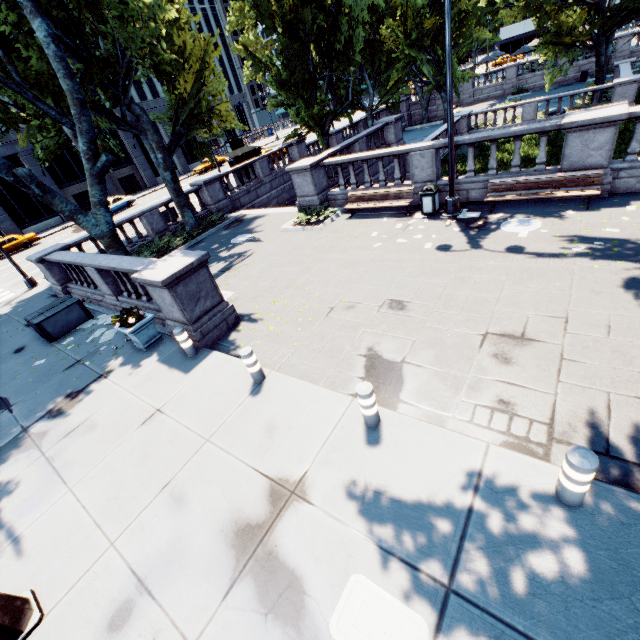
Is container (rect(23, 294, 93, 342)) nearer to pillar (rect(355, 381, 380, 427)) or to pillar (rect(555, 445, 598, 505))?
pillar (rect(355, 381, 380, 427))

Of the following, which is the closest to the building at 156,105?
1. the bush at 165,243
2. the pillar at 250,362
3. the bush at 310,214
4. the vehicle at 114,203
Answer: the vehicle at 114,203

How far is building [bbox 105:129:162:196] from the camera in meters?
42.9 m

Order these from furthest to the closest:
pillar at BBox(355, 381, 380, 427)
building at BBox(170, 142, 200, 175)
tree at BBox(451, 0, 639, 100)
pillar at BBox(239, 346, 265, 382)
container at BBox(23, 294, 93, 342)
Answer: building at BBox(170, 142, 200, 175), tree at BBox(451, 0, 639, 100), container at BBox(23, 294, 93, 342), pillar at BBox(239, 346, 265, 382), pillar at BBox(355, 381, 380, 427)

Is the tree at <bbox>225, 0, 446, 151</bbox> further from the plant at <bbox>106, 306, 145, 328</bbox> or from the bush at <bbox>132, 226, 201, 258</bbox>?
the plant at <bbox>106, 306, 145, 328</bbox>

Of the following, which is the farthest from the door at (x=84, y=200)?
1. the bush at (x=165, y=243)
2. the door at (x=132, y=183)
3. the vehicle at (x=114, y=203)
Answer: the bush at (x=165, y=243)

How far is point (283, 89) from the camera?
21.8m

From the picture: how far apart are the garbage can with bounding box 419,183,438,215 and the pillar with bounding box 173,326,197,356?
9.27m
